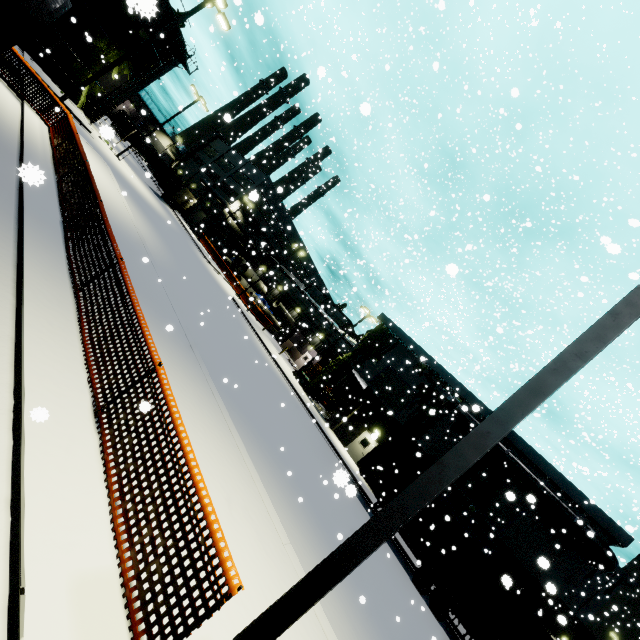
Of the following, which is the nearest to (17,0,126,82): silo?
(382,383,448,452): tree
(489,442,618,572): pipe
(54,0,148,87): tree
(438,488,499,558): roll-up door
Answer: (54,0,148,87): tree

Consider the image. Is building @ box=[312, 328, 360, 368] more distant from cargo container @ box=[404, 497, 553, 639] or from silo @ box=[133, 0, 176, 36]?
silo @ box=[133, 0, 176, 36]

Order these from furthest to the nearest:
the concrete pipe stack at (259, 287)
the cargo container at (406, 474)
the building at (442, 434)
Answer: the concrete pipe stack at (259, 287), the building at (442, 434), the cargo container at (406, 474)

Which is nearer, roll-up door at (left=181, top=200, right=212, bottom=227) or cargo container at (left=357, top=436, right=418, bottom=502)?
cargo container at (left=357, top=436, right=418, bottom=502)

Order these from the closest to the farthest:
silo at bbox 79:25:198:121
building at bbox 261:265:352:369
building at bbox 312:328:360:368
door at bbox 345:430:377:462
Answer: door at bbox 345:430:377:462, silo at bbox 79:25:198:121, building at bbox 312:328:360:368, building at bbox 261:265:352:369

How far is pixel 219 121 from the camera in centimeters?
1261cm

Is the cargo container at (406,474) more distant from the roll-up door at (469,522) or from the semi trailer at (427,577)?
the roll-up door at (469,522)

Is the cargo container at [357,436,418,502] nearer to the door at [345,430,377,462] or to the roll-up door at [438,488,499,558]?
the roll-up door at [438,488,499,558]
